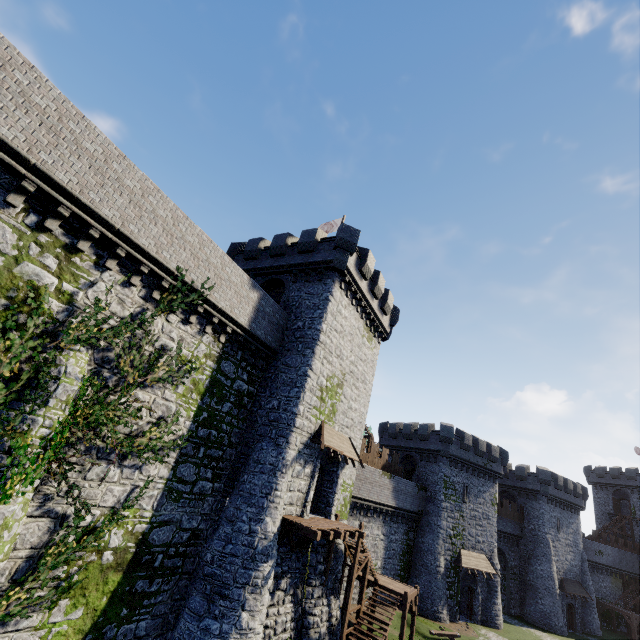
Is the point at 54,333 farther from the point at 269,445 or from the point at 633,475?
the point at 633,475

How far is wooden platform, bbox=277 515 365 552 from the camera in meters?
14.7 m

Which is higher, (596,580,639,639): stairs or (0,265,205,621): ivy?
(0,265,205,621): ivy

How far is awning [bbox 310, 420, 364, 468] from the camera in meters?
17.8 m

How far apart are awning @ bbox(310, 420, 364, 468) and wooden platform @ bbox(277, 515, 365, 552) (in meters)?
3.09

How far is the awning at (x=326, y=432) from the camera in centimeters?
1778cm

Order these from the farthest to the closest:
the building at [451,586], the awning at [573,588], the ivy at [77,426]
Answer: the awning at [573,588]
the building at [451,586]
the ivy at [77,426]

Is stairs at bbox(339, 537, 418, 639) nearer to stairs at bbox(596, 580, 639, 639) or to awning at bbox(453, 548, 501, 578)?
awning at bbox(453, 548, 501, 578)
